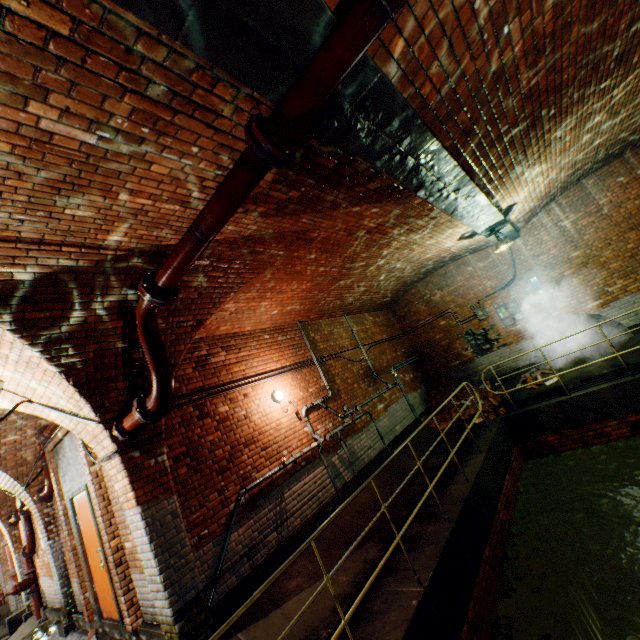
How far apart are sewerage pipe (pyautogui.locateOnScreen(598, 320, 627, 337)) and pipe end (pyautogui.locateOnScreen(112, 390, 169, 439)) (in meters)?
10.22

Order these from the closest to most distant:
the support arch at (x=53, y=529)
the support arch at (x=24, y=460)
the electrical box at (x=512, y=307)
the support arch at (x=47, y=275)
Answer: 1. the support arch at (x=47, y=275)
2. the support arch at (x=24, y=460)
3. the support arch at (x=53, y=529)
4. the electrical box at (x=512, y=307)

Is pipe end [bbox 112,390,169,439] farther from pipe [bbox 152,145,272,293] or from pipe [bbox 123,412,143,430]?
pipe [bbox 152,145,272,293]

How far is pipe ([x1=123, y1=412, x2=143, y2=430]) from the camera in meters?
3.9 m

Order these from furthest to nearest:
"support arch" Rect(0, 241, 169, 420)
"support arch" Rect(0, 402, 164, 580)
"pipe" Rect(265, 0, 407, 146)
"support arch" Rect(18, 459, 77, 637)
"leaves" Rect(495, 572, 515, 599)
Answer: "support arch" Rect(18, 459, 77, 637) → "leaves" Rect(495, 572, 515, 599) → "support arch" Rect(0, 402, 164, 580) → "support arch" Rect(0, 241, 169, 420) → "pipe" Rect(265, 0, 407, 146)

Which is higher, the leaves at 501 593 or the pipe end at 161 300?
the pipe end at 161 300

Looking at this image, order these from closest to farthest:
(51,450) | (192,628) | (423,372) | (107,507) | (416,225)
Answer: (192,628) → (107,507) → (416,225) → (51,450) → (423,372)

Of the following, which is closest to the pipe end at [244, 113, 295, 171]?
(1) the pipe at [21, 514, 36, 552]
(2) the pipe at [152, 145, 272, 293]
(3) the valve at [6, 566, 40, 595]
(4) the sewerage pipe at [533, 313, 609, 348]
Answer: (2) the pipe at [152, 145, 272, 293]
